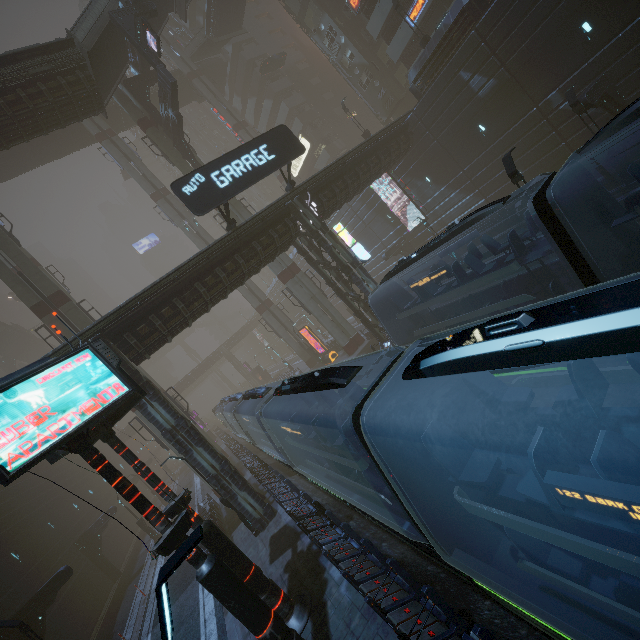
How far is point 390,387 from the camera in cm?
549

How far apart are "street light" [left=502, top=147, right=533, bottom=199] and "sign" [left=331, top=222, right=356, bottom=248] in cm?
1017

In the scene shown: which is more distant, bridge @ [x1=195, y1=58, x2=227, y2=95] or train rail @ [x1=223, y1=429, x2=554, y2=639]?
bridge @ [x1=195, y1=58, x2=227, y2=95]

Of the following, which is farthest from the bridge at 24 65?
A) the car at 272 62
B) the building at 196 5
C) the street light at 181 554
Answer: the street light at 181 554

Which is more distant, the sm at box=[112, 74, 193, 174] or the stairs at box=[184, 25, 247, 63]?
the stairs at box=[184, 25, 247, 63]

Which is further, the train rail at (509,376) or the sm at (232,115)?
the sm at (232,115)

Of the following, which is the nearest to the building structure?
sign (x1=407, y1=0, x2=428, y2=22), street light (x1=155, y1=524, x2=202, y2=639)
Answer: sign (x1=407, y1=0, x2=428, y2=22)
